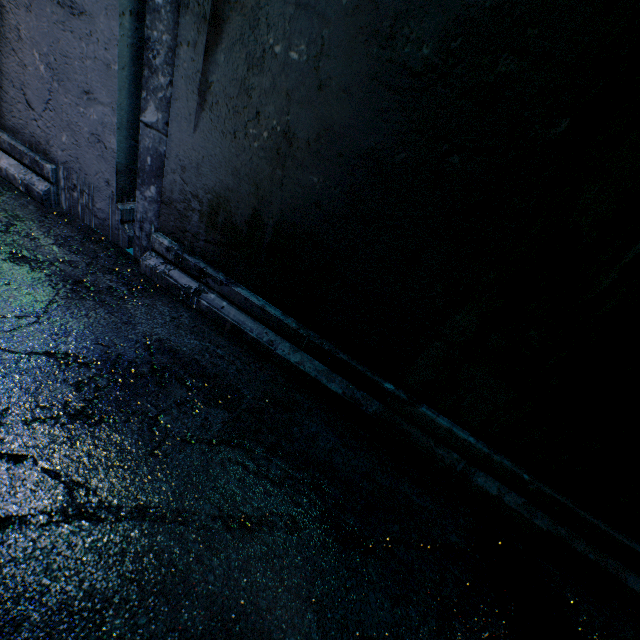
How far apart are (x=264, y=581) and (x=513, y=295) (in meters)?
1.10
